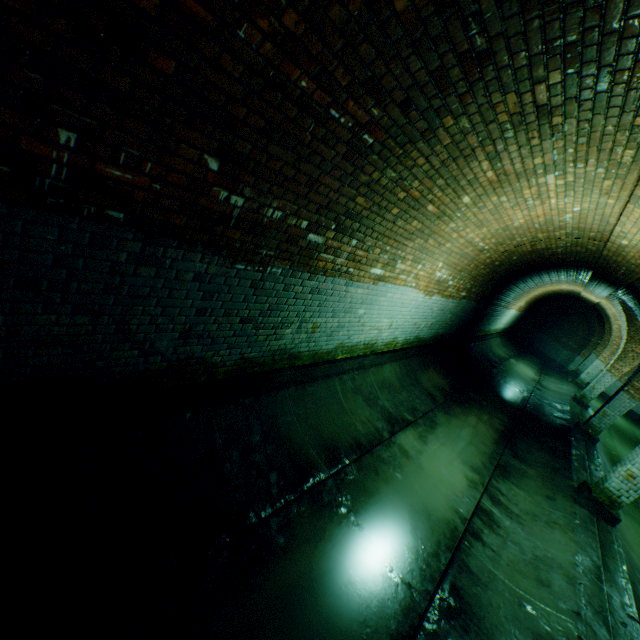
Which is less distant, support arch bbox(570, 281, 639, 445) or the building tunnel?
the building tunnel

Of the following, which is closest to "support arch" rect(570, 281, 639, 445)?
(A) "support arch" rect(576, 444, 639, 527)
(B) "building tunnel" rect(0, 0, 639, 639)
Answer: (B) "building tunnel" rect(0, 0, 639, 639)

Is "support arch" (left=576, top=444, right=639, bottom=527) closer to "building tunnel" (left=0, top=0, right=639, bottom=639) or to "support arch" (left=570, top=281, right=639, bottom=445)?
"building tunnel" (left=0, top=0, right=639, bottom=639)

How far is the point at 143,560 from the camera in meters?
2.5

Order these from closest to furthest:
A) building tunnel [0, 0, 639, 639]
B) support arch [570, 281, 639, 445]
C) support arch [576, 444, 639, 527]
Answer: building tunnel [0, 0, 639, 639]
support arch [576, 444, 639, 527]
support arch [570, 281, 639, 445]

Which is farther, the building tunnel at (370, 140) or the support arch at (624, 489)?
the support arch at (624, 489)

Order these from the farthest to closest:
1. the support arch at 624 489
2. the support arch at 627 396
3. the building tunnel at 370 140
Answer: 1. the support arch at 627 396
2. the support arch at 624 489
3. the building tunnel at 370 140
